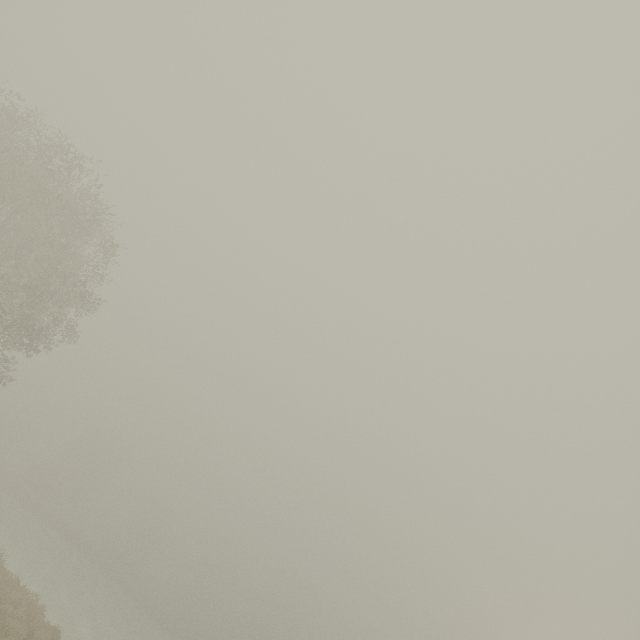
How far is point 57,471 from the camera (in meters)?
56.16
